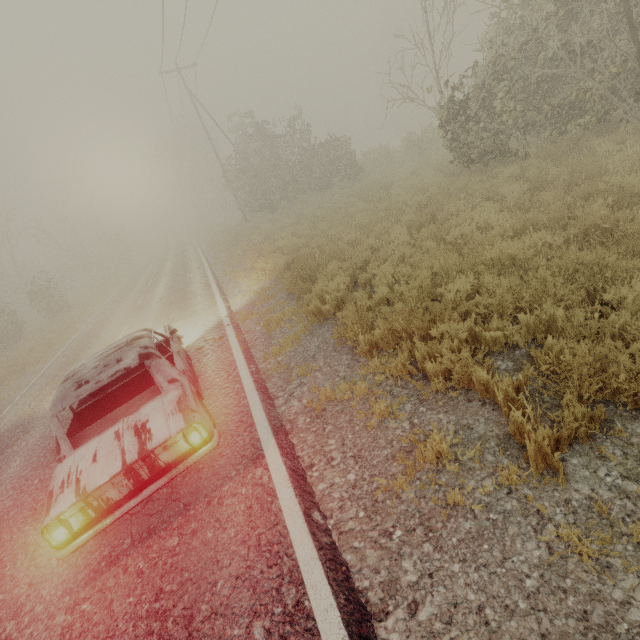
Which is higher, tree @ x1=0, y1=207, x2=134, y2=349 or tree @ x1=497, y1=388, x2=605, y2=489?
tree @ x1=0, y1=207, x2=134, y2=349

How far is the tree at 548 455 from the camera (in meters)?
2.49

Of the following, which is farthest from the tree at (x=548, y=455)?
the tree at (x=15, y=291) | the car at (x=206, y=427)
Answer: the tree at (x=15, y=291)

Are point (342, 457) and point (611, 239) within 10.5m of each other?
yes

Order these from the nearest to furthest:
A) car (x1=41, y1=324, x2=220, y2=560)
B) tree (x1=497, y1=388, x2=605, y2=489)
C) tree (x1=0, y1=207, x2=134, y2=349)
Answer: tree (x1=497, y1=388, x2=605, y2=489) → car (x1=41, y1=324, x2=220, y2=560) → tree (x1=0, y1=207, x2=134, y2=349)

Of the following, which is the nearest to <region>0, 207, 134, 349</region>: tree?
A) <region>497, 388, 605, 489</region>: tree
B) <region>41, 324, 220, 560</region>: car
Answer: <region>41, 324, 220, 560</region>: car

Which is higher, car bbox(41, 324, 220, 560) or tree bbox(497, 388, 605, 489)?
car bbox(41, 324, 220, 560)
